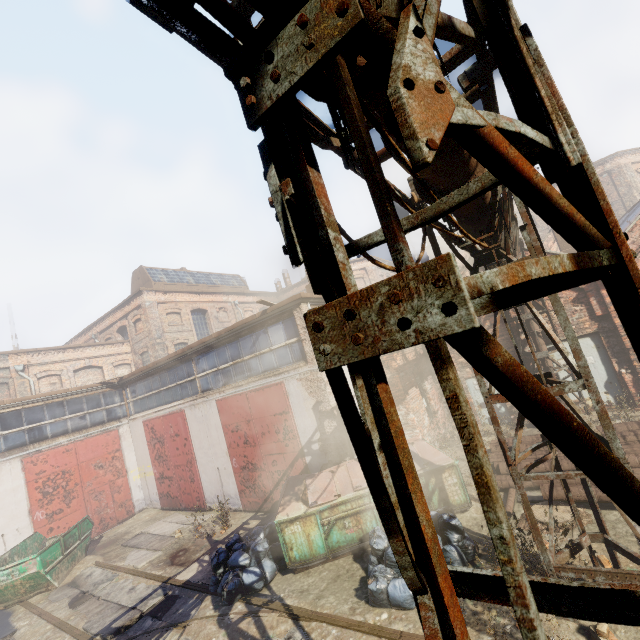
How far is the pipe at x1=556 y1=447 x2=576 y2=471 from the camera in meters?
7.6 m

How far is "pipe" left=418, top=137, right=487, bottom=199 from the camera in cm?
269

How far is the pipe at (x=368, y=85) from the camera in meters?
1.5

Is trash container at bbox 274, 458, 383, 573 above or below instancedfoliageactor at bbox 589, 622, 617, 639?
above

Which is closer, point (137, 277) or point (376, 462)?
point (376, 462)

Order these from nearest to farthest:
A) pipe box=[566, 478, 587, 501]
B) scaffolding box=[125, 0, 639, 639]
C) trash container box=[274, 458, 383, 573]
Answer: scaffolding box=[125, 0, 639, 639], pipe box=[566, 478, 587, 501], trash container box=[274, 458, 383, 573]

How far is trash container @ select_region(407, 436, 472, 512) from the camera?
7.5 meters

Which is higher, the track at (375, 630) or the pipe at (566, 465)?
the pipe at (566, 465)
